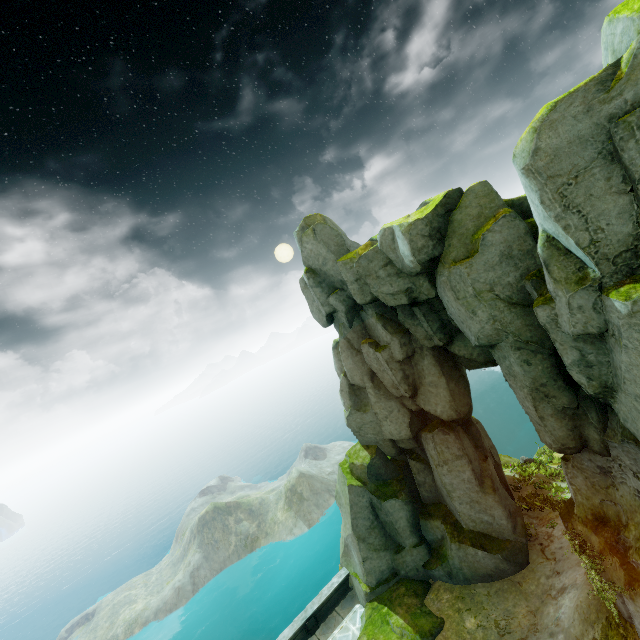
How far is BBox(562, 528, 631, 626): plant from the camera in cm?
896

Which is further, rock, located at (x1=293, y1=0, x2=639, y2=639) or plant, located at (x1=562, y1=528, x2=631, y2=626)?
plant, located at (x1=562, y1=528, x2=631, y2=626)

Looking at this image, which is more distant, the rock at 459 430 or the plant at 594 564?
the plant at 594 564

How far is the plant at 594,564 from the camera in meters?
9.0

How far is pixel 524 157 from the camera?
7.0 meters
